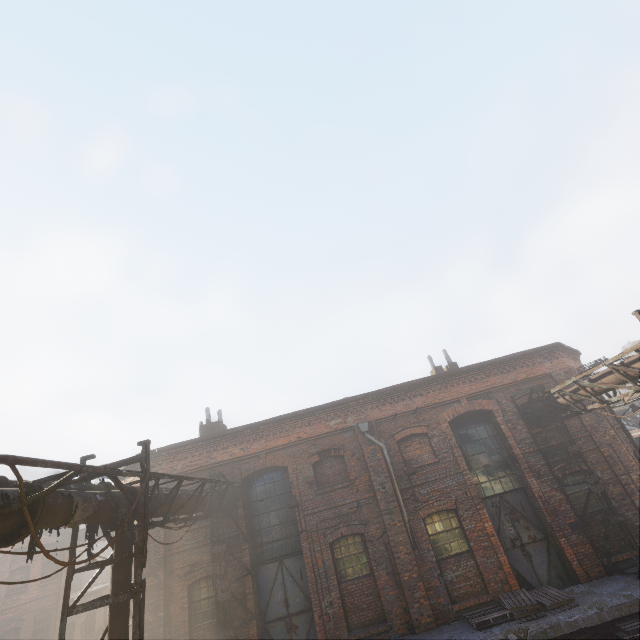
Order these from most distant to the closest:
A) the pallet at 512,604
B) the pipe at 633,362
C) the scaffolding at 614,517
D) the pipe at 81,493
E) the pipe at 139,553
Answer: the pallet at 512,604
the scaffolding at 614,517
the pipe at 633,362
the pipe at 139,553
the pipe at 81,493

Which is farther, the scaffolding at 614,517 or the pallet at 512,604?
the pallet at 512,604

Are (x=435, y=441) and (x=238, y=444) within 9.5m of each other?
yes

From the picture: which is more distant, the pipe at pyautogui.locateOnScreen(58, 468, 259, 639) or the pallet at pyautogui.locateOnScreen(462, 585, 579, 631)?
the pallet at pyautogui.locateOnScreen(462, 585, 579, 631)

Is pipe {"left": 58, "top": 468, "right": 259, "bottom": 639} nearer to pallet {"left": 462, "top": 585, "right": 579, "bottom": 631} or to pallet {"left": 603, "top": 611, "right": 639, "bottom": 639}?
pallet {"left": 603, "top": 611, "right": 639, "bottom": 639}

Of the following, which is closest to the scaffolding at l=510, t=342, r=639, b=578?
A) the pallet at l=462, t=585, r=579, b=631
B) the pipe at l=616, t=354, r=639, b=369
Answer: the pipe at l=616, t=354, r=639, b=369

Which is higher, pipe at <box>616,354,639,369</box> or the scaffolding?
pipe at <box>616,354,639,369</box>
